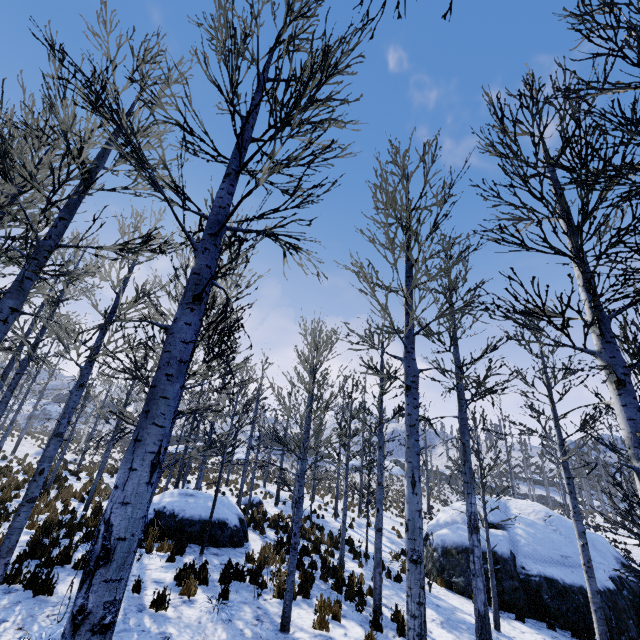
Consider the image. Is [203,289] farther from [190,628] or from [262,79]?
[190,628]

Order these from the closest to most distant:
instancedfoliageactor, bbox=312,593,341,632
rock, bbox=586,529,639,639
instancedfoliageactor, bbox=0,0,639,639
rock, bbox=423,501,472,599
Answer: instancedfoliageactor, bbox=0,0,639,639 < instancedfoliageactor, bbox=312,593,341,632 < rock, bbox=586,529,639,639 < rock, bbox=423,501,472,599

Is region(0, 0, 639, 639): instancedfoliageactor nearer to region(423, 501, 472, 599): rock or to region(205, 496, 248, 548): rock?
region(205, 496, 248, 548): rock

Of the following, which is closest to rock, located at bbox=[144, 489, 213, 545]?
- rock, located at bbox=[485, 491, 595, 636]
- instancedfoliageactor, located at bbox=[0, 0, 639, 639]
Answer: instancedfoliageactor, located at bbox=[0, 0, 639, 639]

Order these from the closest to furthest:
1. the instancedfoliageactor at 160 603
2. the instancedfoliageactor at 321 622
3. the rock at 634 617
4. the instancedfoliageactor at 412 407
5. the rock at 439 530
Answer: the instancedfoliageactor at 412 407 < the instancedfoliageactor at 160 603 < the instancedfoliageactor at 321 622 < the rock at 634 617 < the rock at 439 530

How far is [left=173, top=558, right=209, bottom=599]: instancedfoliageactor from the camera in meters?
6.9

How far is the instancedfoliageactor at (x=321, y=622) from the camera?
6.65m

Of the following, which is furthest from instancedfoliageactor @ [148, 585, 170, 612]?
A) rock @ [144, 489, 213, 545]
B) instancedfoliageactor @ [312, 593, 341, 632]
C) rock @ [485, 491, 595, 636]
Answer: rock @ [485, 491, 595, 636]
